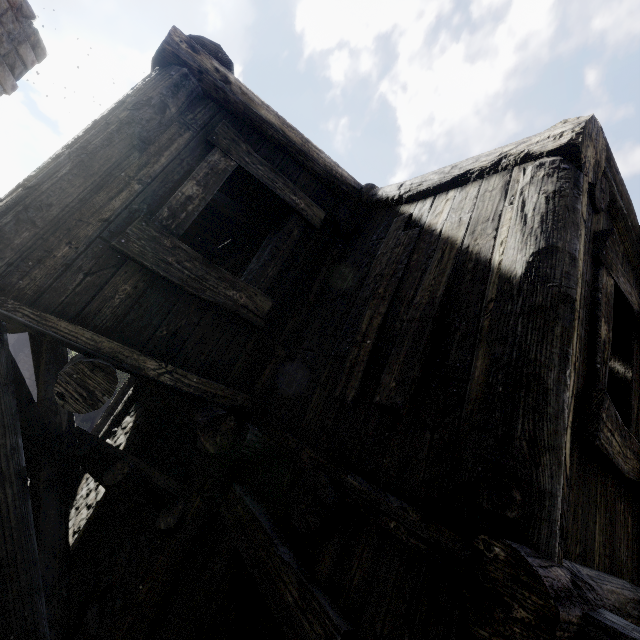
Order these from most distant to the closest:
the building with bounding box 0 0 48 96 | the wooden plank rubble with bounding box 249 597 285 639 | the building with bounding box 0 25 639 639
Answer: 1. the building with bounding box 0 0 48 96
2. the wooden plank rubble with bounding box 249 597 285 639
3. the building with bounding box 0 25 639 639

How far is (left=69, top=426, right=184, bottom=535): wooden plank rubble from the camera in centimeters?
259cm

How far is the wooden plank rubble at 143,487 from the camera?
2.6m

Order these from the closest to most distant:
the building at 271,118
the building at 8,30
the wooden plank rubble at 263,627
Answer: the building at 271,118 < the wooden plank rubble at 263,627 < the building at 8,30

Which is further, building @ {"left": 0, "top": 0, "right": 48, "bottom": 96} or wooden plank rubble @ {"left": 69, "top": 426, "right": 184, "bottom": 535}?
building @ {"left": 0, "top": 0, "right": 48, "bottom": 96}

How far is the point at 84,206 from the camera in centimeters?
232cm

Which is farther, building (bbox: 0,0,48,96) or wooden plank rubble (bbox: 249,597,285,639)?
building (bbox: 0,0,48,96)
